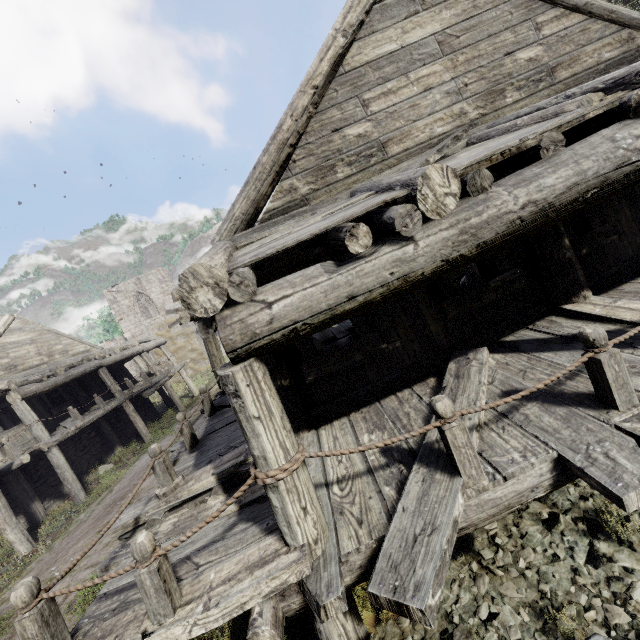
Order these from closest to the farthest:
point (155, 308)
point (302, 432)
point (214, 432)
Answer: point (302, 432), point (214, 432), point (155, 308)
